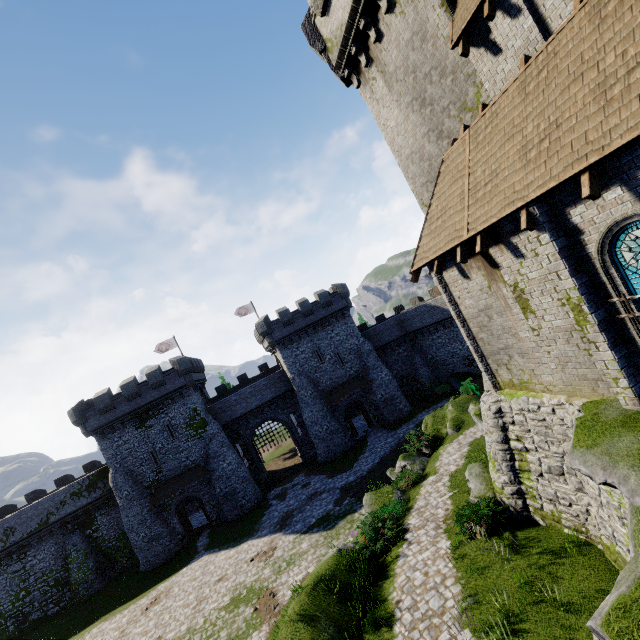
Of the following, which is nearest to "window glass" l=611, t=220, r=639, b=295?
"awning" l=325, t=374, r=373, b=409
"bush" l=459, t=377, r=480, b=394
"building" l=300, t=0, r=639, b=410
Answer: "building" l=300, t=0, r=639, b=410

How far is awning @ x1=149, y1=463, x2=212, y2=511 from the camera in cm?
3111

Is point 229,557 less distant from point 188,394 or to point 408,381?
point 188,394

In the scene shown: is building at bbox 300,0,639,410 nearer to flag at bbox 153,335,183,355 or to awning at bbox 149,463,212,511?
awning at bbox 149,463,212,511

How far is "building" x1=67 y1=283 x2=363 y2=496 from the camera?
31.8m

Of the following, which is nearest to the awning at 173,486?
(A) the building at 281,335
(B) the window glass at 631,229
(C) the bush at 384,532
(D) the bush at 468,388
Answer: (A) the building at 281,335

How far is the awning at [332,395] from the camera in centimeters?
3606cm

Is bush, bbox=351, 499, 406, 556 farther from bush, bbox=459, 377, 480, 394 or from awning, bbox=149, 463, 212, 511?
awning, bbox=149, 463, 212, 511
